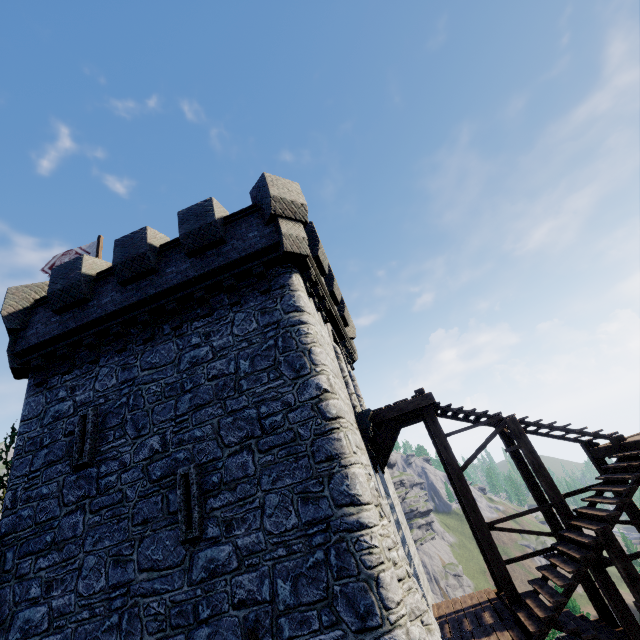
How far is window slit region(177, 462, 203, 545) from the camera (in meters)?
7.11

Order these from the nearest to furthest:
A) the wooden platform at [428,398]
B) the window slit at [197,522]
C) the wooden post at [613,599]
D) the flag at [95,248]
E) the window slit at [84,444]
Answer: the window slit at [197,522], the wooden post at [613,599], the window slit at [84,444], the wooden platform at [428,398], the flag at [95,248]

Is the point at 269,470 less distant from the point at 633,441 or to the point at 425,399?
the point at 425,399

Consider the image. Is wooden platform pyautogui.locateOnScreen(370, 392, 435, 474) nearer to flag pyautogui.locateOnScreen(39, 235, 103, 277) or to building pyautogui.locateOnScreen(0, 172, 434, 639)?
building pyautogui.locateOnScreen(0, 172, 434, 639)

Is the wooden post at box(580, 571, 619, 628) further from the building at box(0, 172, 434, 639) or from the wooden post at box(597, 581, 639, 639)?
the building at box(0, 172, 434, 639)

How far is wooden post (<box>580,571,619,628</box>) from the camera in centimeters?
895cm

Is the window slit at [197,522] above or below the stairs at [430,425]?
above

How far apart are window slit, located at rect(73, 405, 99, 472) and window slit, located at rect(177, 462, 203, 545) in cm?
256
